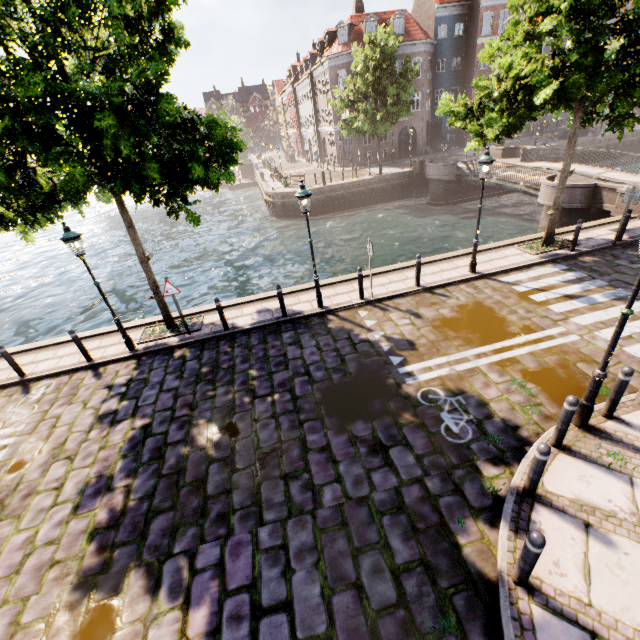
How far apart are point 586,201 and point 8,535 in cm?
2299

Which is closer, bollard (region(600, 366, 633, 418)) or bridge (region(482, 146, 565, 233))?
bollard (region(600, 366, 633, 418))

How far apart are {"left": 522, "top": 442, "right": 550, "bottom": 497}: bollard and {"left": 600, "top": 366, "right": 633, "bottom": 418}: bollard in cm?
226

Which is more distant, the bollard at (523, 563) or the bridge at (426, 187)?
the bridge at (426, 187)

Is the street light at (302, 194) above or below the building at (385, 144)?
above

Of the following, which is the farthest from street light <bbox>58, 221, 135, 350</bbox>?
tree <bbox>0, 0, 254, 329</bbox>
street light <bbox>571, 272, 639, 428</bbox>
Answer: street light <bbox>571, 272, 639, 428</bbox>

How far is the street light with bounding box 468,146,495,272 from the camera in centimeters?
924cm

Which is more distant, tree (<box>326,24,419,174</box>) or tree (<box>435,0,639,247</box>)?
tree (<box>326,24,419,174</box>)
